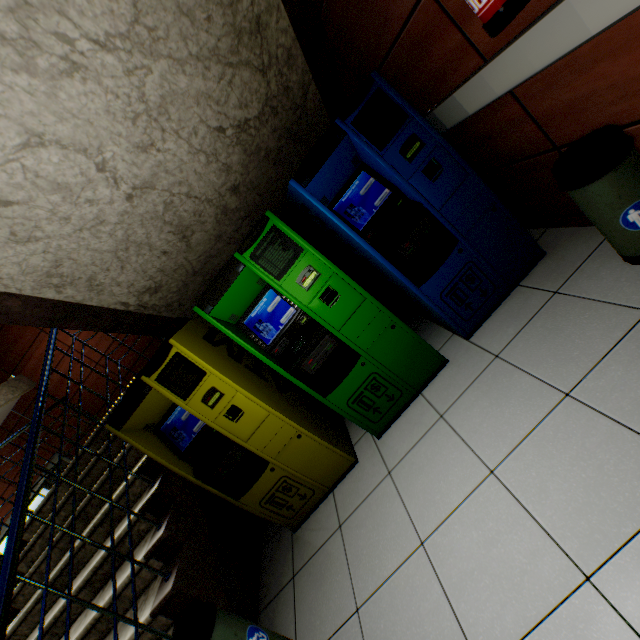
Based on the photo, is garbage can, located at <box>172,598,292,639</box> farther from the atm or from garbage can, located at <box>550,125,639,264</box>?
garbage can, located at <box>550,125,639,264</box>

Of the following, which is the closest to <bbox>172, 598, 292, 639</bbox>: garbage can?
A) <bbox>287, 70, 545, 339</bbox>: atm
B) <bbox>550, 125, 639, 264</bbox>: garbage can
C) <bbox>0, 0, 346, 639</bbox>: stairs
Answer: <bbox>0, 0, 346, 639</bbox>: stairs

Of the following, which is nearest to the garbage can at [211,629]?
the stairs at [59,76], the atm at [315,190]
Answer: the stairs at [59,76]

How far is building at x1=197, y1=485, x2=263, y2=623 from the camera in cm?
225

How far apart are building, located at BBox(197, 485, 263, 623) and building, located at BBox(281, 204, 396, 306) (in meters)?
0.92

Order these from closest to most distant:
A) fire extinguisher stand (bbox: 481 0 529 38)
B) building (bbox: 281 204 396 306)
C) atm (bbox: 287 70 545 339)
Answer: fire extinguisher stand (bbox: 481 0 529 38), atm (bbox: 287 70 545 339), building (bbox: 281 204 396 306)

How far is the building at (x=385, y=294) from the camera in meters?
3.4 m

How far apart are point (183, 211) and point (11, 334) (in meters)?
5.29
